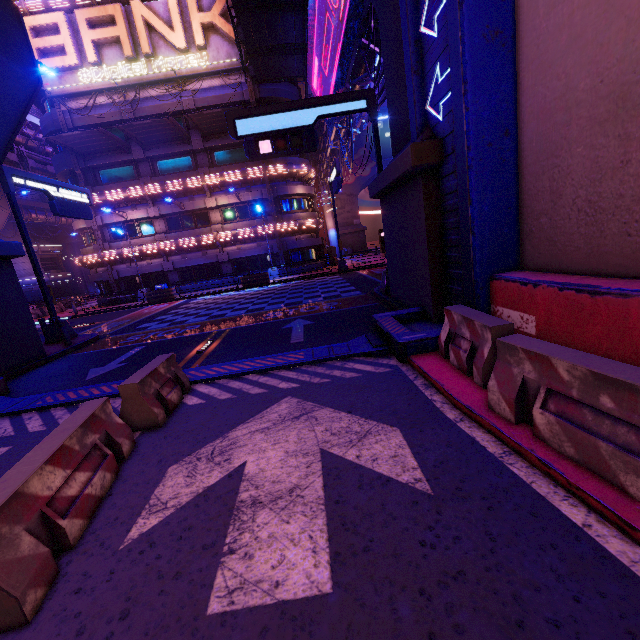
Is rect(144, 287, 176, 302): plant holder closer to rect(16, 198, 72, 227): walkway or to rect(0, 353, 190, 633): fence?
rect(16, 198, 72, 227): walkway

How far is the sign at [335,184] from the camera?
19.9m

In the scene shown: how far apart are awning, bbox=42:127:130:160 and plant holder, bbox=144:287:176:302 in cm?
1149

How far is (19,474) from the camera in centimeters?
296cm

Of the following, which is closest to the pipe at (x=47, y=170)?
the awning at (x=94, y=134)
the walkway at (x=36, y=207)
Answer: the walkway at (x=36, y=207)

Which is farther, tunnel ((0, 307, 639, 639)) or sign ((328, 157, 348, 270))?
sign ((328, 157, 348, 270))

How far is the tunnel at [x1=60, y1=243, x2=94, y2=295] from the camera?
52.8 meters

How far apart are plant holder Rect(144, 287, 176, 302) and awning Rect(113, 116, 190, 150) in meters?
11.5 m
